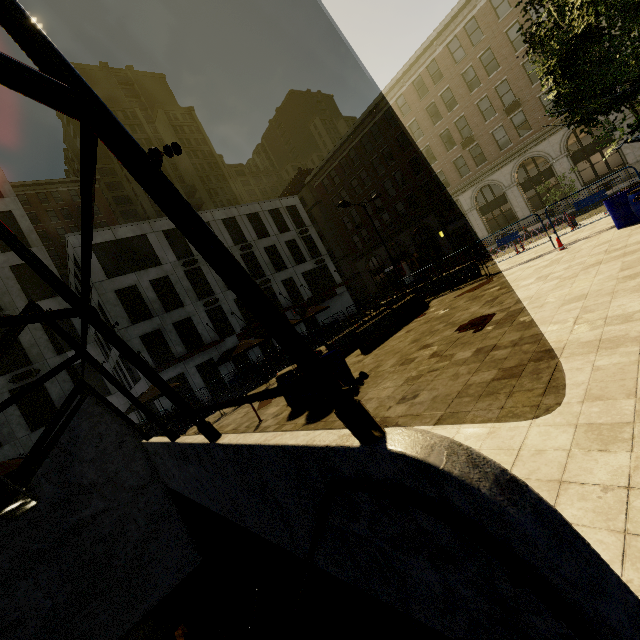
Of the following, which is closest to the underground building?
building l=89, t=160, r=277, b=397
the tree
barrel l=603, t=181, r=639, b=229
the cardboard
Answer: the tree

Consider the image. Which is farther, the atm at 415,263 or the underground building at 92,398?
the atm at 415,263

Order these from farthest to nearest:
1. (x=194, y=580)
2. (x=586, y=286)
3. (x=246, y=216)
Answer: (x=246, y=216) → (x=194, y=580) → (x=586, y=286)

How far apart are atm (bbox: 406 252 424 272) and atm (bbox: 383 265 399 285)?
2.8 meters

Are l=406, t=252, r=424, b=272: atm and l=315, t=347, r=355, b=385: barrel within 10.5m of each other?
no

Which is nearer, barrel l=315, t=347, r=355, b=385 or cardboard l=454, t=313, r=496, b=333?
cardboard l=454, t=313, r=496, b=333

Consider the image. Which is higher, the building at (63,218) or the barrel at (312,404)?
the building at (63,218)

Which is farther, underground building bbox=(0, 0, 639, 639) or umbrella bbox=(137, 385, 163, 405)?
umbrella bbox=(137, 385, 163, 405)
